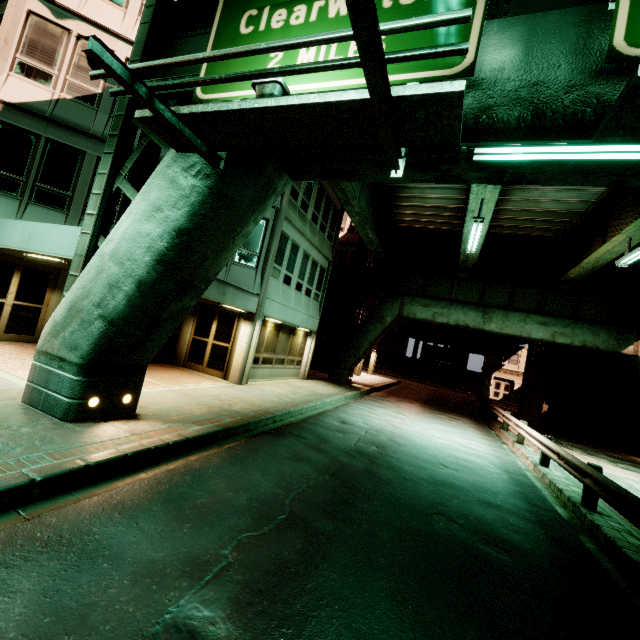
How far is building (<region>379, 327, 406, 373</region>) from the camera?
58.9 meters

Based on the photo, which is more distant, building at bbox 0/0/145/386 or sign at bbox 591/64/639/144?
building at bbox 0/0/145/386

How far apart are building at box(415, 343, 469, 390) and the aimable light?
50.45m

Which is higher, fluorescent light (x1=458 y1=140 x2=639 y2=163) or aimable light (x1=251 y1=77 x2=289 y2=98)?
fluorescent light (x1=458 y1=140 x2=639 y2=163)

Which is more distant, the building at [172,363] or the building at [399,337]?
the building at [399,337]

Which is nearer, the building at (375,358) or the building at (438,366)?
the building at (375,358)

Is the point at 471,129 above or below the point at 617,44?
below

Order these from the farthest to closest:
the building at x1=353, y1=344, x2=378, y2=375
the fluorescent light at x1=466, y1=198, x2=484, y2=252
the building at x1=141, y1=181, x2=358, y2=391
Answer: the building at x1=353, y1=344, x2=378, y2=375 < the building at x1=141, y1=181, x2=358, y2=391 < the fluorescent light at x1=466, y1=198, x2=484, y2=252
